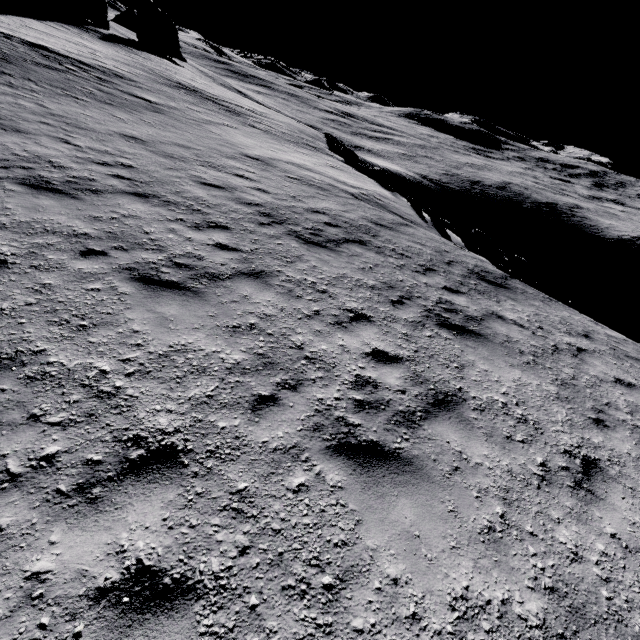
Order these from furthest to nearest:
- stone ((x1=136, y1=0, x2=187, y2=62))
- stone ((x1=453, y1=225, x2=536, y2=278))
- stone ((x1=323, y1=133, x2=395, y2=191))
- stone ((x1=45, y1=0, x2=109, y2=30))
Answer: stone ((x1=136, y1=0, x2=187, y2=62)) < stone ((x1=45, y1=0, x2=109, y2=30)) < stone ((x1=323, y1=133, x2=395, y2=191)) < stone ((x1=453, y1=225, x2=536, y2=278))

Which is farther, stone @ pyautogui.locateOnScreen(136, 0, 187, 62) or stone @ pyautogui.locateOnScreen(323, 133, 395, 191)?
stone @ pyautogui.locateOnScreen(136, 0, 187, 62)

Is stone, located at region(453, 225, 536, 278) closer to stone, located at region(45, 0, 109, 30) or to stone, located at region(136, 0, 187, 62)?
stone, located at region(45, 0, 109, 30)

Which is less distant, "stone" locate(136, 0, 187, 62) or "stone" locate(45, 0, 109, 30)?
"stone" locate(45, 0, 109, 30)

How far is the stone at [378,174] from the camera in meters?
19.9

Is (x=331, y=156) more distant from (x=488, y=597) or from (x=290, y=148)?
(x=488, y=597)

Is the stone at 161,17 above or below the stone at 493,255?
above

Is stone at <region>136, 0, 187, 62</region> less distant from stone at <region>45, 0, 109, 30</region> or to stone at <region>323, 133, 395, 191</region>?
stone at <region>45, 0, 109, 30</region>
